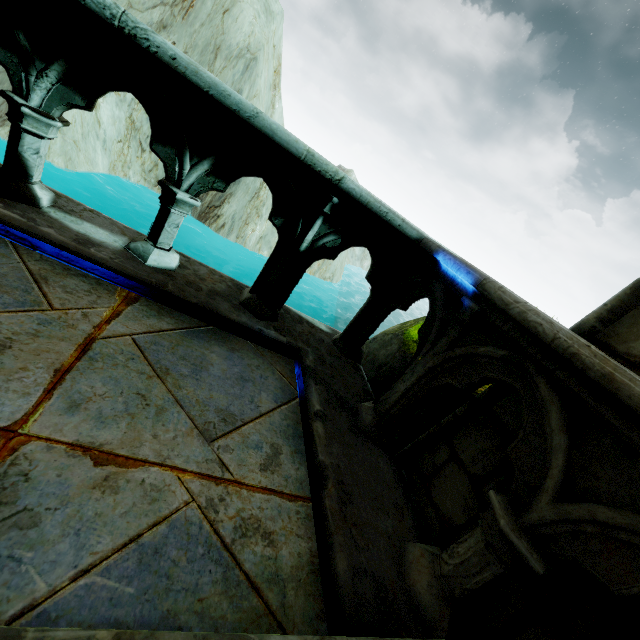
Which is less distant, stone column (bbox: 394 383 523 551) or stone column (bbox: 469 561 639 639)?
stone column (bbox: 469 561 639 639)

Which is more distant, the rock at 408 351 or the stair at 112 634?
the rock at 408 351

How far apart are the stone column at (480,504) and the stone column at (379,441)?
0.1 meters

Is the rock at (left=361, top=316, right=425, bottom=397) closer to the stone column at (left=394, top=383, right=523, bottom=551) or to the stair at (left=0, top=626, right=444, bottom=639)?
the stone column at (left=394, top=383, right=523, bottom=551)

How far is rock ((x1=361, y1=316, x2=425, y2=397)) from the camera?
2.9 meters

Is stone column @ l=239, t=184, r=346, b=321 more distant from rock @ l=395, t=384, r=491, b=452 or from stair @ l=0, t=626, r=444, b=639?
stair @ l=0, t=626, r=444, b=639

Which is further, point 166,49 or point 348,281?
point 348,281

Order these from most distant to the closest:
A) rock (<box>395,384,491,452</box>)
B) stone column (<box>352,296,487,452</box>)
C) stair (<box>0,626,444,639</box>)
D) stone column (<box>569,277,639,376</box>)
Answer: rock (<box>395,384,491,452</box>) → stone column (<box>352,296,487,452</box>) → stone column (<box>569,277,639,376</box>) → stair (<box>0,626,444,639</box>)
